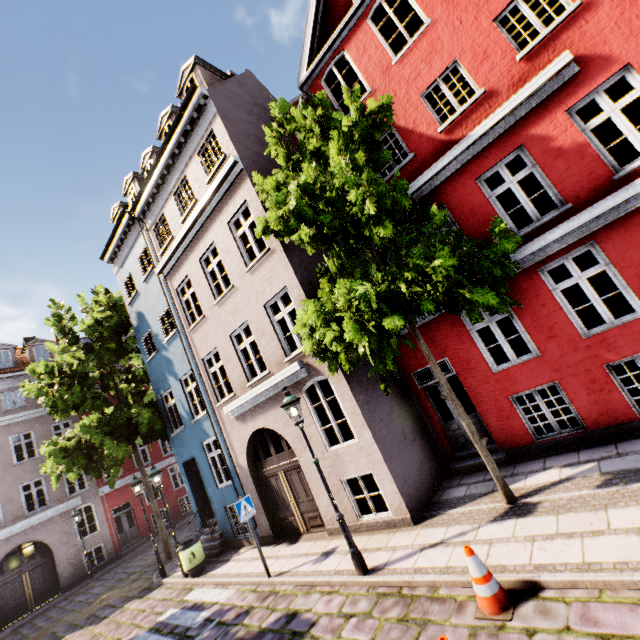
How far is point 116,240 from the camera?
14.8m

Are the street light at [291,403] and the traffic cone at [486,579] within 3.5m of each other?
yes

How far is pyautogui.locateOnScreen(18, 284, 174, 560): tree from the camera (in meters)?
12.59

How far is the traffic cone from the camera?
4.1m

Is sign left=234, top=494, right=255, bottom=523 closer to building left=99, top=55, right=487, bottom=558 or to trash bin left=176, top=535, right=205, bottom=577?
building left=99, top=55, right=487, bottom=558

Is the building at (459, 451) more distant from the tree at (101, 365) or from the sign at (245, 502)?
the sign at (245, 502)

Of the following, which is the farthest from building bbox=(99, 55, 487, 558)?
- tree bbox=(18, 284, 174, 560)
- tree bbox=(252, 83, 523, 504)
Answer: tree bbox=(252, 83, 523, 504)

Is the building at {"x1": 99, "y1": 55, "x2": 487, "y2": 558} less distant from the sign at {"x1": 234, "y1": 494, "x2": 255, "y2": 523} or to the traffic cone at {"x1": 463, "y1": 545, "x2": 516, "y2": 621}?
the sign at {"x1": 234, "y1": 494, "x2": 255, "y2": 523}
